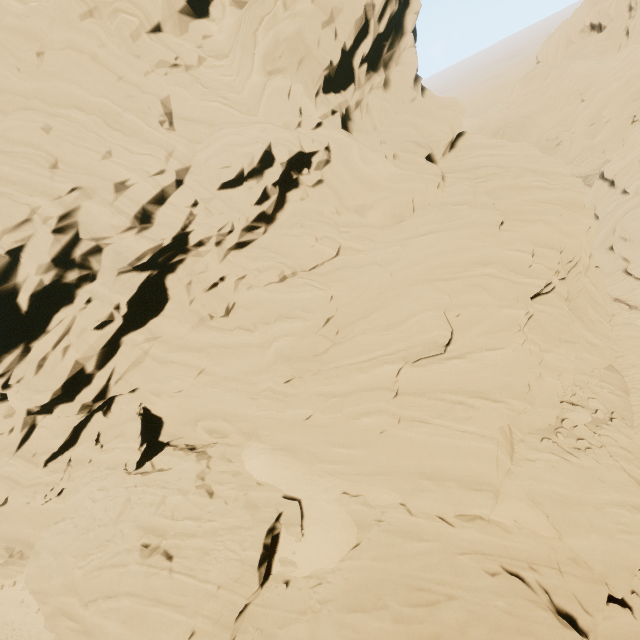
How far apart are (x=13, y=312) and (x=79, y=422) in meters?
7.9
